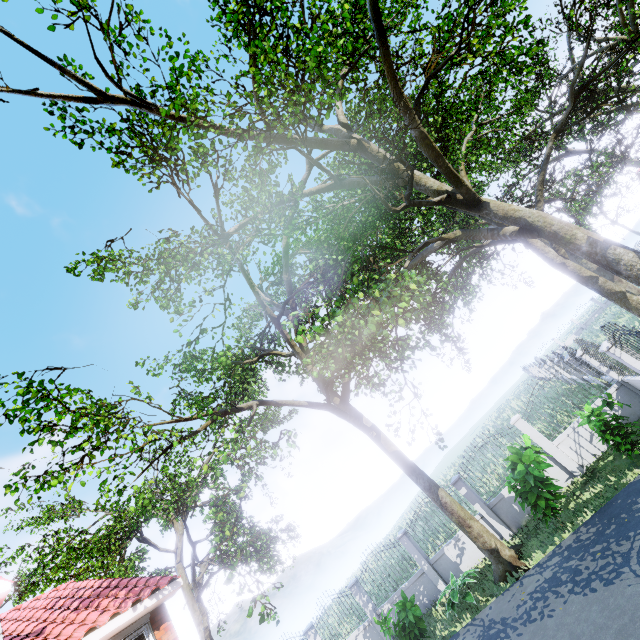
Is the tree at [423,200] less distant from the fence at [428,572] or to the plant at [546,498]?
the fence at [428,572]

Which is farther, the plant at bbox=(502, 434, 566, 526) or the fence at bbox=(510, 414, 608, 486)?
the fence at bbox=(510, 414, 608, 486)

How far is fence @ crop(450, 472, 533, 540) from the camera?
11.4m

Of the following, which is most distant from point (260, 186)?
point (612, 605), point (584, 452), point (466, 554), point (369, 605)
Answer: point (369, 605)

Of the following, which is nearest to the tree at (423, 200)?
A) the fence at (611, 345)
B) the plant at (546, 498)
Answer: the fence at (611, 345)

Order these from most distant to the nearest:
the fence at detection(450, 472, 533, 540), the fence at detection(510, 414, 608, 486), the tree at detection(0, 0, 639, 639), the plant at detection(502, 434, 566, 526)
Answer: the fence at detection(450, 472, 533, 540)
the fence at detection(510, 414, 608, 486)
the plant at detection(502, 434, 566, 526)
the tree at detection(0, 0, 639, 639)

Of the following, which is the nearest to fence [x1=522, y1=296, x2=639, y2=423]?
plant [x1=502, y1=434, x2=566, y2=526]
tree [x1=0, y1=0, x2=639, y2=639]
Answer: tree [x1=0, y1=0, x2=639, y2=639]
